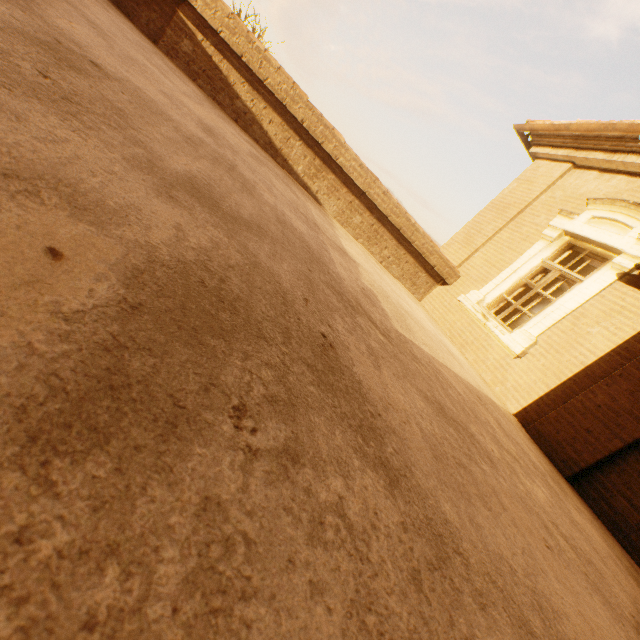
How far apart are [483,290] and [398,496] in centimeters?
669cm
